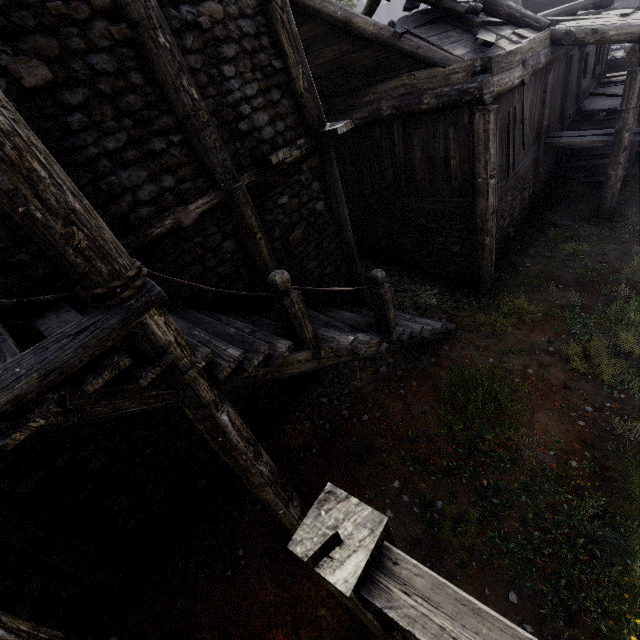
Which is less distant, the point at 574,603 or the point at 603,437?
the point at 574,603

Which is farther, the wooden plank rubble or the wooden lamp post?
the wooden plank rubble

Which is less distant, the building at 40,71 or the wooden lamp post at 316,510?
the wooden lamp post at 316,510

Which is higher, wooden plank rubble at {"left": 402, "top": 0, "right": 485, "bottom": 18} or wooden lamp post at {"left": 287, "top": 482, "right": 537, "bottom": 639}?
wooden plank rubble at {"left": 402, "top": 0, "right": 485, "bottom": 18}

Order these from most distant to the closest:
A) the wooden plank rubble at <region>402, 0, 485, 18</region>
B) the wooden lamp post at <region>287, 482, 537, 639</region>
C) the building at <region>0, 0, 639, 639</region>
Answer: the wooden plank rubble at <region>402, 0, 485, 18</region> < the building at <region>0, 0, 639, 639</region> < the wooden lamp post at <region>287, 482, 537, 639</region>

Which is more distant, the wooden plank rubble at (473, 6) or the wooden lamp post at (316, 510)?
the wooden plank rubble at (473, 6)

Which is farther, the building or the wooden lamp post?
the building

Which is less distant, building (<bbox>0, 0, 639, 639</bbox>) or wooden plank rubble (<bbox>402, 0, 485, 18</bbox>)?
building (<bbox>0, 0, 639, 639</bbox>)
